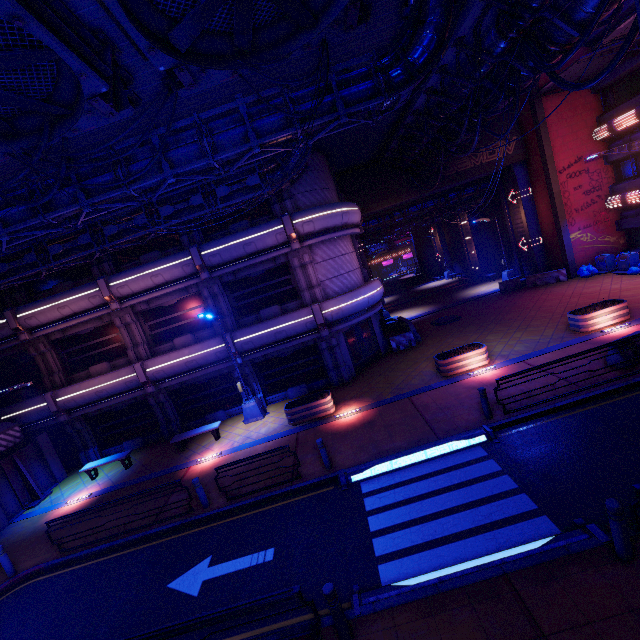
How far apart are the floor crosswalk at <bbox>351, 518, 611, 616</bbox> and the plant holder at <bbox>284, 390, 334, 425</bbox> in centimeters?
779cm

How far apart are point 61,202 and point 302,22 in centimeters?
786cm

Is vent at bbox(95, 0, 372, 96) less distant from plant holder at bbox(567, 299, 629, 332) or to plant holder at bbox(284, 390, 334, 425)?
plant holder at bbox(284, 390, 334, 425)

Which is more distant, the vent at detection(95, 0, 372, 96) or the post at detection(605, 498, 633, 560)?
the vent at detection(95, 0, 372, 96)

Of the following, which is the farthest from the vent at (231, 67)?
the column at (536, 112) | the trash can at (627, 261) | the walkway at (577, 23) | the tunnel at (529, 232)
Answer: the trash can at (627, 261)

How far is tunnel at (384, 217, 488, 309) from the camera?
33.38m

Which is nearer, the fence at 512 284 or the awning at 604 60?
the awning at 604 60

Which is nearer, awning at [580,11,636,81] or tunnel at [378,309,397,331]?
awning at [580,11,636,81]
